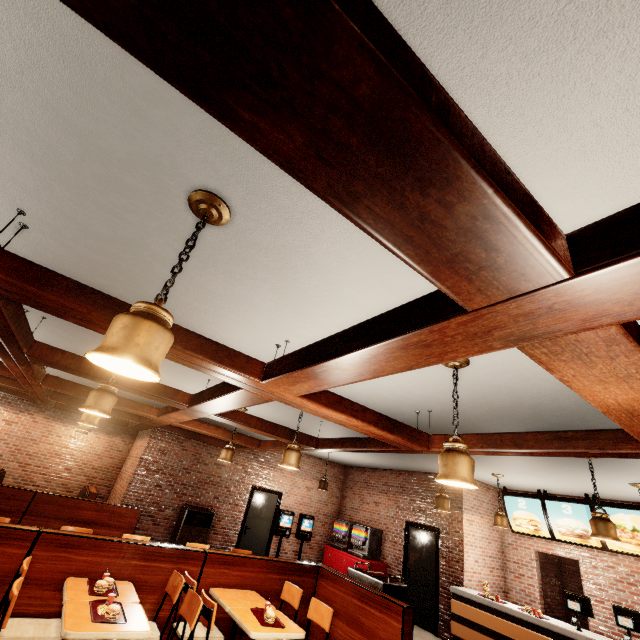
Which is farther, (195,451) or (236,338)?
(195,451)
